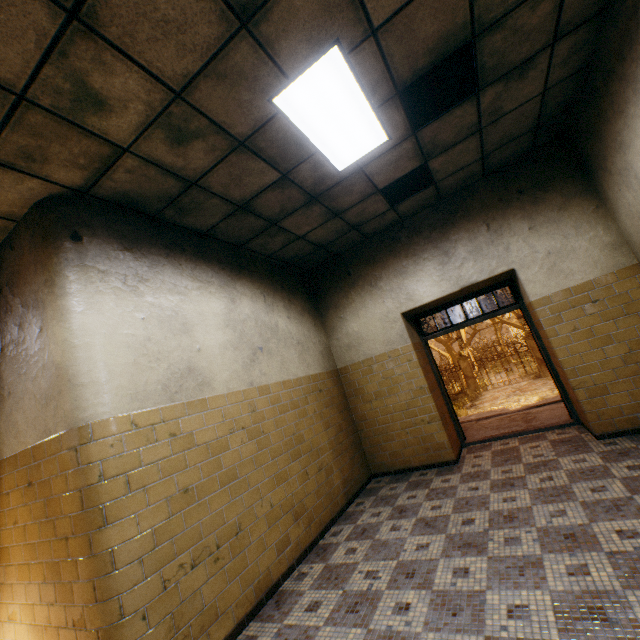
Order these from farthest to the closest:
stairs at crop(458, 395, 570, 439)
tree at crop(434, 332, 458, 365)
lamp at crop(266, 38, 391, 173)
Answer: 1. tree at crop(434, 332, 458, 365)
2. stairs at crop(458, 395, 570, 439)
3. lamp at crop(266, 38, 391, 173)

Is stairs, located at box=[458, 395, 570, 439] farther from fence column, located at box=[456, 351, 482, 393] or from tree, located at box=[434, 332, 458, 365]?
tree, located at box=[434, 332, 458, 365]

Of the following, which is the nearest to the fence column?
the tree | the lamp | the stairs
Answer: the tree

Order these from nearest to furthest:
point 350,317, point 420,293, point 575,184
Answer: point 575,184 → point 420,293 → point 350,317

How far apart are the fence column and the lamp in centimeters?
1940cm

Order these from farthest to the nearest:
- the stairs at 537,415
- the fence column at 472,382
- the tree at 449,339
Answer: the tree at 449,339
the fence column at 472,382
the stairs at 537,415

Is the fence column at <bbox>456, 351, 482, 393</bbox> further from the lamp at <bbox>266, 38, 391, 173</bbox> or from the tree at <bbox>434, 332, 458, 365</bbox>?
the lamp at <bbox>266, 38, 391, 173</bbox>

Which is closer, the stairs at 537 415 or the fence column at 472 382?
the stairs at 537 415
